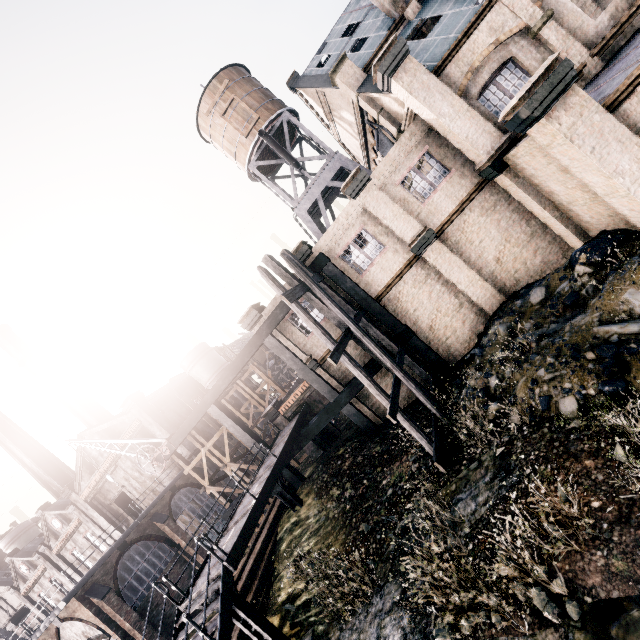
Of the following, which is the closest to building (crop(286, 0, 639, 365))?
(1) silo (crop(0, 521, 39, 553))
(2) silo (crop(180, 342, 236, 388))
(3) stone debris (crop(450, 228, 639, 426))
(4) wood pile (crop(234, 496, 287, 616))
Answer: (3) stone debris (crop(450, 228, 639, 426))

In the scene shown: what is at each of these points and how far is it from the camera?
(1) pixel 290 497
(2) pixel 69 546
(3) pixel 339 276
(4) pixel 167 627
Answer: (1) stairs, 16.5m
(2) building, 40.0m
(3) building structure, 17.2m
(4) building, 22.4m

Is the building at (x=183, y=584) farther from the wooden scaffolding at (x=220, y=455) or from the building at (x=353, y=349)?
the building at (x=353, y=349)

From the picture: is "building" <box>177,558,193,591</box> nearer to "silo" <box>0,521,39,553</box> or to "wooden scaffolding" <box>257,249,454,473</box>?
"silo" <box>0,521,39,553</box>

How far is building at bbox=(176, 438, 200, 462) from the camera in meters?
32.7

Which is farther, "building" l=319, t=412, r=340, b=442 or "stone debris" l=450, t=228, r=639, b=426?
"building" l=319, t=412, r=340, b=442

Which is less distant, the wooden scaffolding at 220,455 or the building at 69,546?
the building at 69,546
